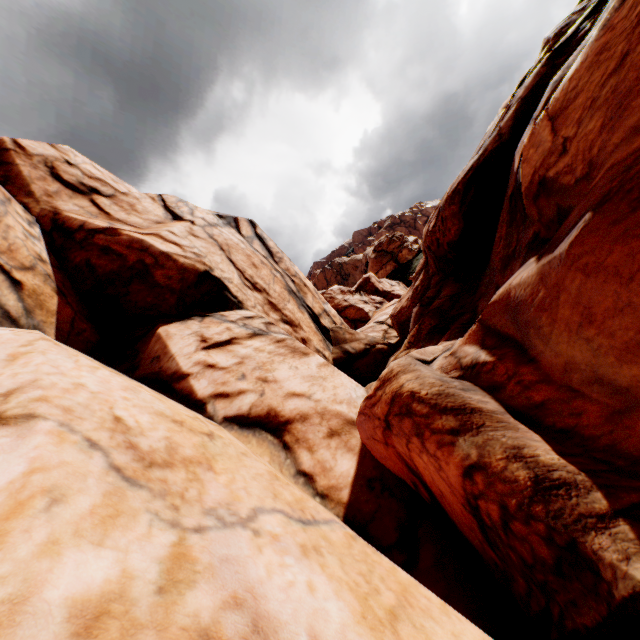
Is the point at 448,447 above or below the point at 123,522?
below
